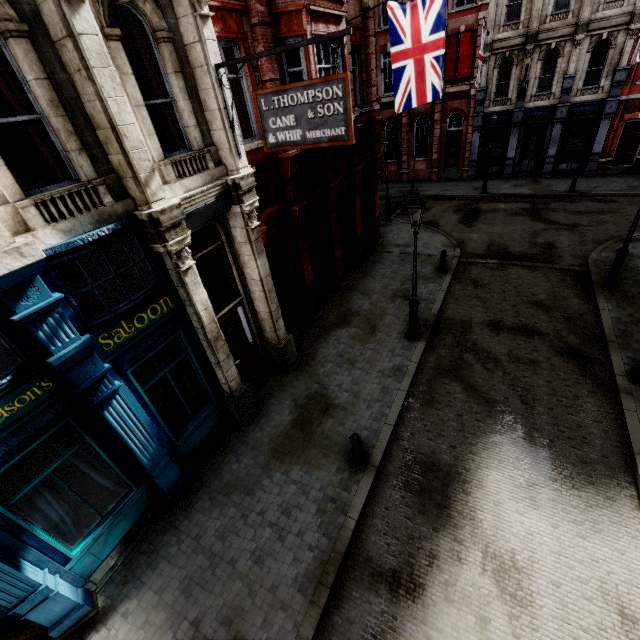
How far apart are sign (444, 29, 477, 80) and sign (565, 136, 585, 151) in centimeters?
777cm

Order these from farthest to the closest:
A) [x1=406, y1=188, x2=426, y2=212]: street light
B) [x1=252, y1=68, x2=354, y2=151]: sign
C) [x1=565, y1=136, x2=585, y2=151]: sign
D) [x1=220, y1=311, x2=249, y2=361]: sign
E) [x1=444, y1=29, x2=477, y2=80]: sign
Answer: [x1=565, y1=136, x2=585, y2=151]: sign
[x1=444, y1=29, x2=477, y2=80]: sign
[x1=220, y1=311, x2=249, y2=361]: sign
[x1=406, y1=188, x2=426, y2=212]: street light
[x1=252, y1=68, x2=354, y2=151]: sign

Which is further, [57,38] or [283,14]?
[283,14]

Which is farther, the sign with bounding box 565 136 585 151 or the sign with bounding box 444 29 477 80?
the sign with bounding box 565 136 585 151

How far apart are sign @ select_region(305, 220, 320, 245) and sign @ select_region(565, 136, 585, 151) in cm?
2131

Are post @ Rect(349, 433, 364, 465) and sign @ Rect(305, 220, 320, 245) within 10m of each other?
yes

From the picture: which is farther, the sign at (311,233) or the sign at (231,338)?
the sign at (311,233)

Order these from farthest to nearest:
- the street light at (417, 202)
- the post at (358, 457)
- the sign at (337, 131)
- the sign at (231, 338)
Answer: the sign at (231, 338)
the street light at (417, 202)
the post at (358, 457)
the sign at (337, 131)
